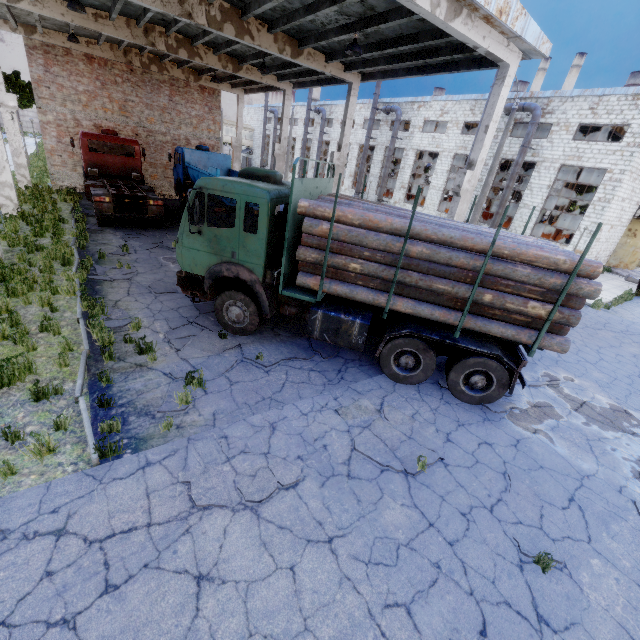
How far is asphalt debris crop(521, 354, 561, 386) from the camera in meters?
8.6

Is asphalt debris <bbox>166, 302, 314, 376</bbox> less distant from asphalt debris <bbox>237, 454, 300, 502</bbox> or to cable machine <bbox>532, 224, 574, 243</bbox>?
asphalt debris <bbox>237, 454, 300, 502</bbox>

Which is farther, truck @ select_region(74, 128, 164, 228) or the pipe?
the pipe

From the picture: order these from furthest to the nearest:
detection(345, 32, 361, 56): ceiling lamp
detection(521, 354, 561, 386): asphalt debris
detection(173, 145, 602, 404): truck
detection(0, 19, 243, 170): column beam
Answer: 1. detection(0, 19, 243, 170): column beam
2. detection(345, 32, 361, 56): ceiling lamp
3. detection(521, 354, 561, 386): asphalt debris
4. detection(173, 145, 602, 404): truck

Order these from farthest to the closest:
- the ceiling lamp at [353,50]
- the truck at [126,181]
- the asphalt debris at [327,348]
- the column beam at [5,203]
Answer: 1. the truck at [126,181]
2. the column beam at [5,203]
3. the ceiling lamp at [353,50]
4. the asphalt debris at [327,348]

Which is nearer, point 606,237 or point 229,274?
point 229,274

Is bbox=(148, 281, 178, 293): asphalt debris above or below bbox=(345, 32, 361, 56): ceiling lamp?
below

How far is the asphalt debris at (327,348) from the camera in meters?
8.1
